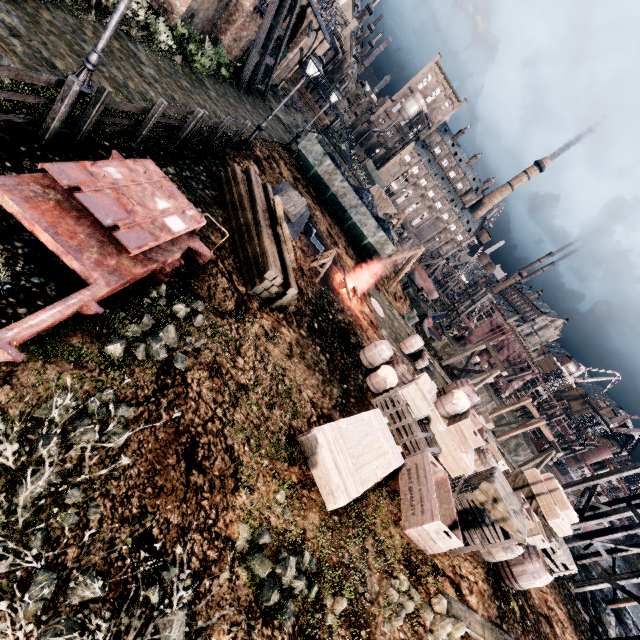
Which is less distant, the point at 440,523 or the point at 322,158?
the point at 440,523

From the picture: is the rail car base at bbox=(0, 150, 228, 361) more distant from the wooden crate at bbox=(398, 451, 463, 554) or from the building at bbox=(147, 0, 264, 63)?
the building at bbox=(147, 0, 264, 63)

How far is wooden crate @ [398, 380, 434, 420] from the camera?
11.1 meters

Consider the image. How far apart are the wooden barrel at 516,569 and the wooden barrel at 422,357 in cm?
1138

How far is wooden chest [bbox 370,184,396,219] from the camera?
38.0 meters

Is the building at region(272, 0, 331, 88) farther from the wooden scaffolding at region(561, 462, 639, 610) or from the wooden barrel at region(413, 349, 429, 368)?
the wooden scaffolding at region(561, 462, 639, 610)

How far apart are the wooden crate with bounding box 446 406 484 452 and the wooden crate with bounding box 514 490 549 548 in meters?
2.6

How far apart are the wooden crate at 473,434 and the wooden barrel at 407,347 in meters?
7.8
